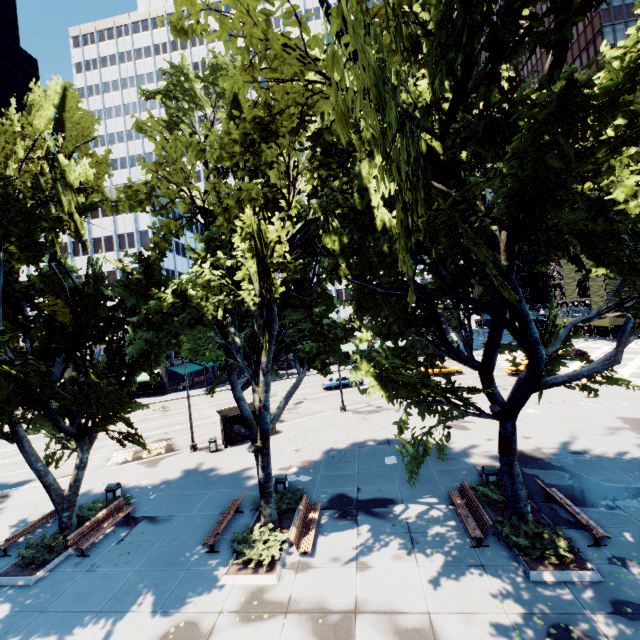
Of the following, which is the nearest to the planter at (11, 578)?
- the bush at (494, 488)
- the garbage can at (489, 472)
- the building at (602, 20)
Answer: the bush at (494, 488)

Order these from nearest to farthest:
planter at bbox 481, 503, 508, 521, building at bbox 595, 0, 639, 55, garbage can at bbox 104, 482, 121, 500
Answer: planter at bbox 481, 503, 508, 521 < garbage can at bbox 104, 482, 121, 500 < building at bbox 595, 0, 639, 55

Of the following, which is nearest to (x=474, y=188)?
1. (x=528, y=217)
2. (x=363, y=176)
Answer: (x=528, y=217)

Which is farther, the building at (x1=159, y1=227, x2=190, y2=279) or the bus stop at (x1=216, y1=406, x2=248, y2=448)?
the building at (x1=159, y1=227, x2=190, y2=279)

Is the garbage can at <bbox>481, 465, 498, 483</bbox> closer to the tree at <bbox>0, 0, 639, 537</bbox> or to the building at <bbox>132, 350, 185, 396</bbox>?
the tree at <bbox>0, 0, 639, 537</bbox>

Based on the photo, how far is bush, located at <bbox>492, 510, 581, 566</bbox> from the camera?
9.88m

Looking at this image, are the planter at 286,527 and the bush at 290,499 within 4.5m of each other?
yes

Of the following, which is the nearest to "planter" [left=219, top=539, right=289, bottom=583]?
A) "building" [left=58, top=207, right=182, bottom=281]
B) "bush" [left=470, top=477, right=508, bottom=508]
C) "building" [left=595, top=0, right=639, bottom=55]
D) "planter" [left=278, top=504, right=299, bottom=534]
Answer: "planter" [left=278, top=504, right=299, bottom=534]
